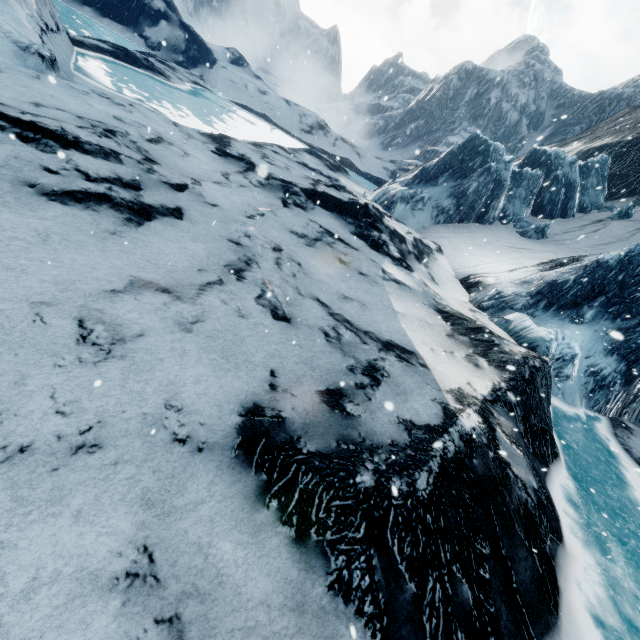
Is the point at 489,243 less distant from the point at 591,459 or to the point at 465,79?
the point at 591,459
